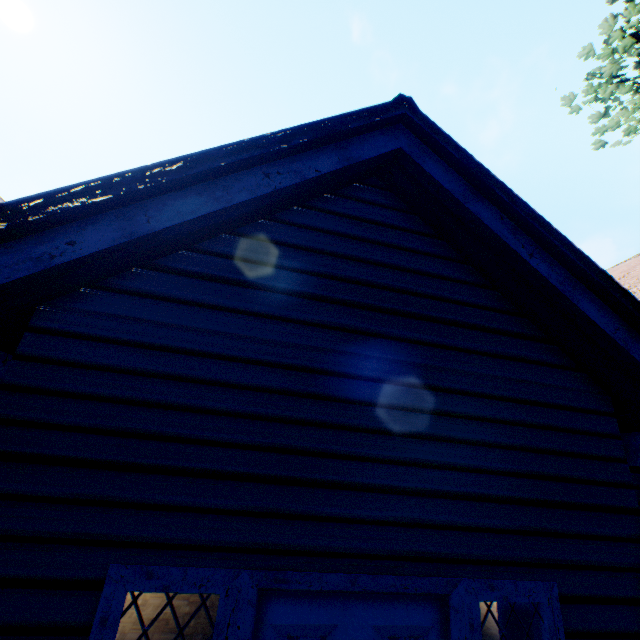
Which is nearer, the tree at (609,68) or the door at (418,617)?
the door at (418,617)

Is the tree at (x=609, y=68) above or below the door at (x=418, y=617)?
above

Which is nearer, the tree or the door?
the door

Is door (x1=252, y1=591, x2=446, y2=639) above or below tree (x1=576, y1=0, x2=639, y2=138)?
below

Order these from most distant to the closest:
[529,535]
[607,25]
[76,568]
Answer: [607,25], [529,535], [76,568]
